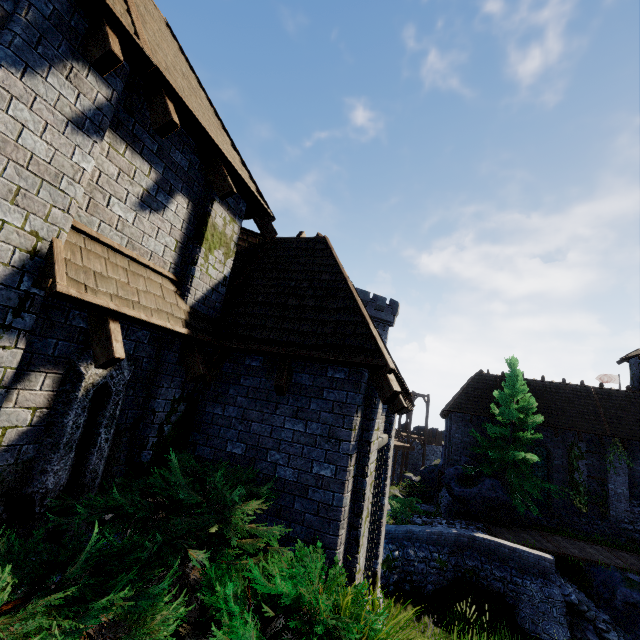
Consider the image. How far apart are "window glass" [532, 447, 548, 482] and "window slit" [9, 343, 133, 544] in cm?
2530

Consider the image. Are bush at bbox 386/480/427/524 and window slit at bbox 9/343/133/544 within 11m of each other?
no

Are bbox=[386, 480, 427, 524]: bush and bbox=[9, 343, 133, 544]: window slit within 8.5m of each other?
no

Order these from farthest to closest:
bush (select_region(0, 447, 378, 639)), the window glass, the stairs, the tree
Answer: the window glass
the tree
the stairs
bush (select_region(0, 447, 378, 639))

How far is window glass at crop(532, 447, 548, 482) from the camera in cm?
2112

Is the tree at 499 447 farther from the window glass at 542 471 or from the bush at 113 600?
the bush at 113 600

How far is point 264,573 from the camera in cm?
370

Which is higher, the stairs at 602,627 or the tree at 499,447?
the tree at 499,447
